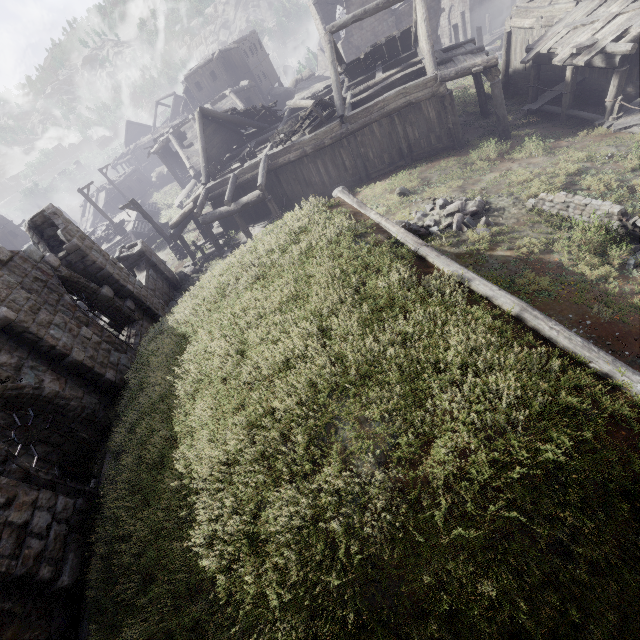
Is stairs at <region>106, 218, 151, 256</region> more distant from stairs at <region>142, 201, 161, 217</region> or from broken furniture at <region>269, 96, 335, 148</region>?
broken furniture at <region>269, 96, 335, 148</region>

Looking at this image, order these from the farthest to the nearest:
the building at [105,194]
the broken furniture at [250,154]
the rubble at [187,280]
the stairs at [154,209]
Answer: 1. the building at [105,194]
2. the stairs at [154,209]
3. the broken furniture at [250,154]
4. the rubble at [187,280]

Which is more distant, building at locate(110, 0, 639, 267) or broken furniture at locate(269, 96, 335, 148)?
broken furniture at locate(269, 96, 335, 148)

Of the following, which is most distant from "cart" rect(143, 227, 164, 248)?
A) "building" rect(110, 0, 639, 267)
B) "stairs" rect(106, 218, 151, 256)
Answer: "building" rect(110, 0, 639, 267)

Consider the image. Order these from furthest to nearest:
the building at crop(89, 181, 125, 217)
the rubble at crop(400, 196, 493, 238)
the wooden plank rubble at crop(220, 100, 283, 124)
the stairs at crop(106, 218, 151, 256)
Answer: the building at crop(89, 181, 125, 217), the stairs at crop(106, 218, 151, 256), the wooden plank rubble at crop(220, 100, 283, 124), the rubble at crop(400, 196, 493, 238)

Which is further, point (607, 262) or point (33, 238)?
point (33, 238)

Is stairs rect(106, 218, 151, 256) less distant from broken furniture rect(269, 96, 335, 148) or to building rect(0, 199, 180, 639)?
building rect(0, 199, 180, 639)

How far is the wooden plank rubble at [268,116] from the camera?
21.3 meters
